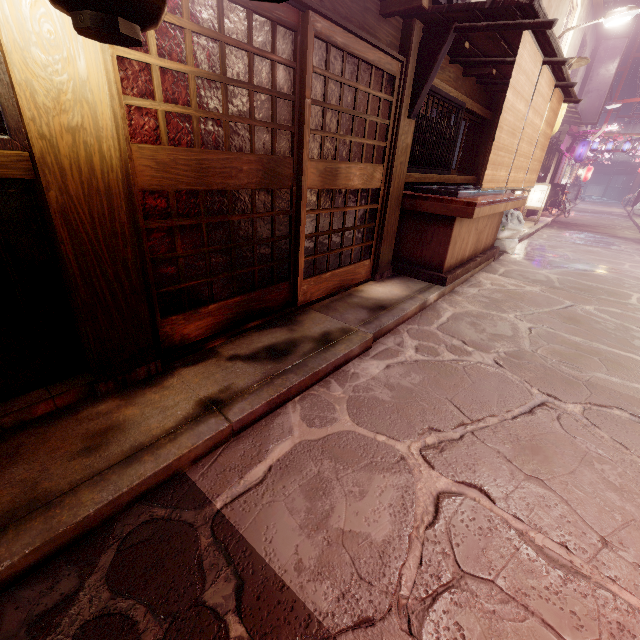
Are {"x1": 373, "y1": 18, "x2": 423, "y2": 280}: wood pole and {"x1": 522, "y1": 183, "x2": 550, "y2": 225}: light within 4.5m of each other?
no

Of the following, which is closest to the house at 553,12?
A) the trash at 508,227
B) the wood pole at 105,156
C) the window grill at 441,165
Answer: the trash at 508,227

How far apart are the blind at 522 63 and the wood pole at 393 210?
3.1 meters

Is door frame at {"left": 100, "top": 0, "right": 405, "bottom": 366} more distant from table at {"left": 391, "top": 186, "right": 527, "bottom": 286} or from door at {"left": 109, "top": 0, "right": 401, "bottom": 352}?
table at {"left": 391, "top": 186, "right": 527, "bottom": 286}

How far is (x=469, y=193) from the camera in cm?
936

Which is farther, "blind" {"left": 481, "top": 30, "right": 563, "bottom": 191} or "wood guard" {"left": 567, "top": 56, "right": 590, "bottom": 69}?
"wood guard" {"left": 567, "top": 56, "right": 590, "bottom": 69}

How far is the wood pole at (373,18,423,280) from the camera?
7.0 meters

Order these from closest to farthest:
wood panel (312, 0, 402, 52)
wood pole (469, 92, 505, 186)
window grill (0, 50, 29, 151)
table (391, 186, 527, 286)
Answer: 1. window grill (0, 50, 29, 151)
2. wood panel (312, 0, 402, 52)
3. table (391, 186, 527, 286)
4. wood pole (469, 92, 505, 186)
